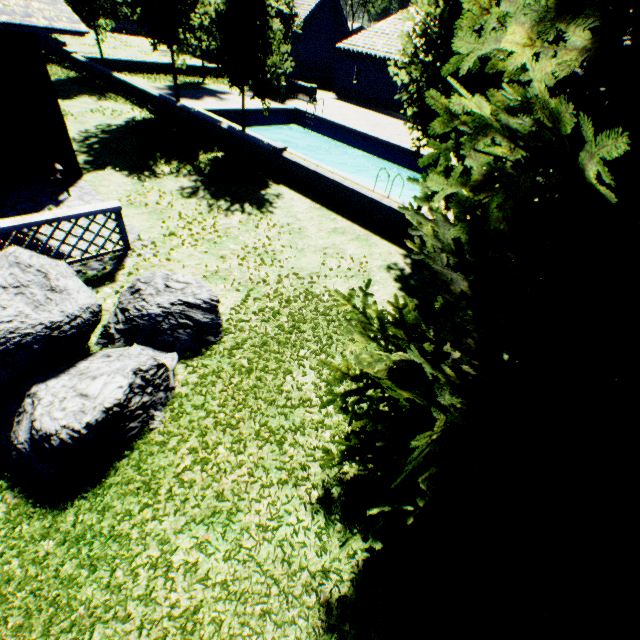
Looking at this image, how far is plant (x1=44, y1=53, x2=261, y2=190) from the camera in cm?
1117

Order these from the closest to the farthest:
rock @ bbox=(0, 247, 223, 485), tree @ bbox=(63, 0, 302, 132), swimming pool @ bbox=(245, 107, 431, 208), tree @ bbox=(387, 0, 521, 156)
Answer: rock @ bbox=(0, 247, 223, 485), tree @ bbox=(387, 0, 521, 156), tree @ bbox=(63, 0, 302, 132), swimming pool @ bbox=(245, 107, 431, 208)

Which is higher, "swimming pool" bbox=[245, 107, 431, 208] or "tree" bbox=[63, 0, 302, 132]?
"tree" bbox=[63, 0, 302, 132]

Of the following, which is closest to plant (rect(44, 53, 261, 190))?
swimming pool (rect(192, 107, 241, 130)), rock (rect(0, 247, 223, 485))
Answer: rock (rect(0, 247, 223, 485))

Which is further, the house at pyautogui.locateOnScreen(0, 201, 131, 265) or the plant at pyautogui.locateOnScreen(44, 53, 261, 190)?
the plant at pyautogui.locateOnScreen(44, 53, 261, 190)

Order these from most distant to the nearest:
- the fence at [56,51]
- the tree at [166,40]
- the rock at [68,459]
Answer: the fence at [56,51] < the tree at [166,40] < the rock at [68,459]

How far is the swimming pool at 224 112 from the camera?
16.66m

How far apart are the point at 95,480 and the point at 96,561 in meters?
0.8
